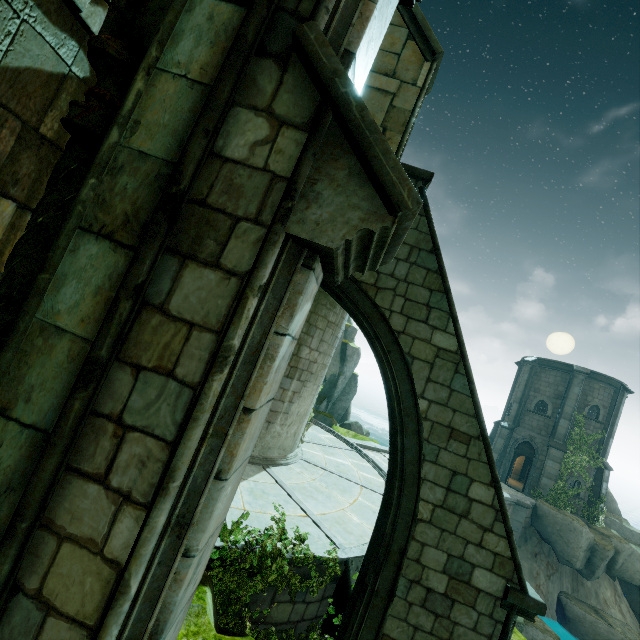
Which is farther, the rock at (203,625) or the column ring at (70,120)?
the rock at (203,625)

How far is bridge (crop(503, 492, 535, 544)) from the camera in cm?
1928

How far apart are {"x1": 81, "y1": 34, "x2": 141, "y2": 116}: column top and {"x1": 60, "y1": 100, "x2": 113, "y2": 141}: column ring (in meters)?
0.00

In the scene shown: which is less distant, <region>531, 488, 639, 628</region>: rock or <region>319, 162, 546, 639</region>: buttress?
<region>319, 162, 546, 639</region>: buttress

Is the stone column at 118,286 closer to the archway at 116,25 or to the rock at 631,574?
the archway at 116,25

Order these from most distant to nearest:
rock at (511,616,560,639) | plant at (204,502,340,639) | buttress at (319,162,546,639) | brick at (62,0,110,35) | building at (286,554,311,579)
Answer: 1. rock at (511,616,560,639)
2. building at (286,554,311,579)
3. plant at (204,502,340,639)
4. buttress at (319,162,546,639)
5. brick at (62,0,110,35)

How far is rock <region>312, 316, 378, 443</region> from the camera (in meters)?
20.80

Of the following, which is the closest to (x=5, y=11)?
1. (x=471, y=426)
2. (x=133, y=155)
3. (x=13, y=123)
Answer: (x=13, y=123)
